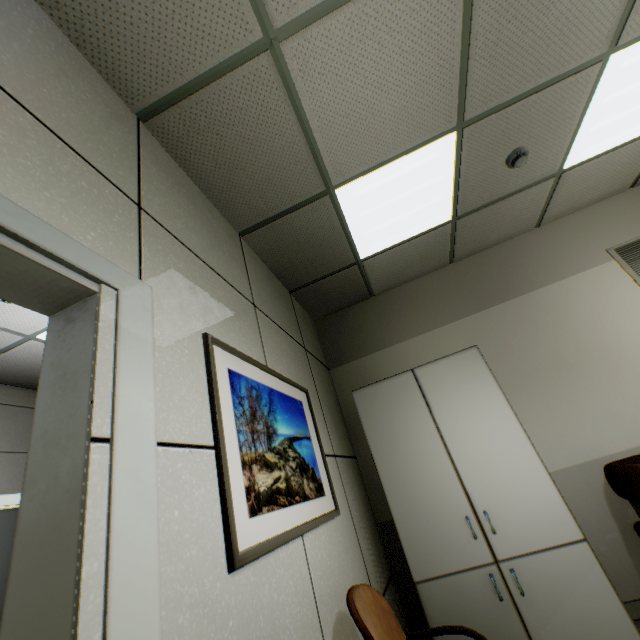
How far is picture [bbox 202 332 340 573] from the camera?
1.18m

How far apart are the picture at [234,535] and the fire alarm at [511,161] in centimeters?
249cm

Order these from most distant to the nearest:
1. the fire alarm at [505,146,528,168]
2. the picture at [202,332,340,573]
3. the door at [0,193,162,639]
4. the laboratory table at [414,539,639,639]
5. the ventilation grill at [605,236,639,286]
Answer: the ventilation grill at [605,236,639,286]
the fire alarm at [505,146,528,168]
the laboratory table at [414,539,639,639]
the picture at [202,332,340,573]
the door at [0,193,162,639]

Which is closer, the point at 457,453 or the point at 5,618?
the point at 5,618

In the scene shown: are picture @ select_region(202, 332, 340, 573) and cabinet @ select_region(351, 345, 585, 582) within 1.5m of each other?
yes

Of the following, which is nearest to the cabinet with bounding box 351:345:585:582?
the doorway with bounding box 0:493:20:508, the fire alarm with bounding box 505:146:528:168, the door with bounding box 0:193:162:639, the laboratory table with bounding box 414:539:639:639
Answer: the laboratory table with bounding box 414:539:639:639

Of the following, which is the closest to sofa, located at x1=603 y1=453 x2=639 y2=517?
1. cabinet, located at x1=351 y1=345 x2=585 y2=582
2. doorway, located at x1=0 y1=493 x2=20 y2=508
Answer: cabinet, located at x1=351 y1=345 x2=585 y2=582

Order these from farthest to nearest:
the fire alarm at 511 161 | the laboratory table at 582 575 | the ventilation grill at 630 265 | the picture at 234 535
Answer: Answer: the ventilation grill at 630 265 → the fire alarm at 511 161 → the laboratory table at 582 575 → the picture at 234 535
